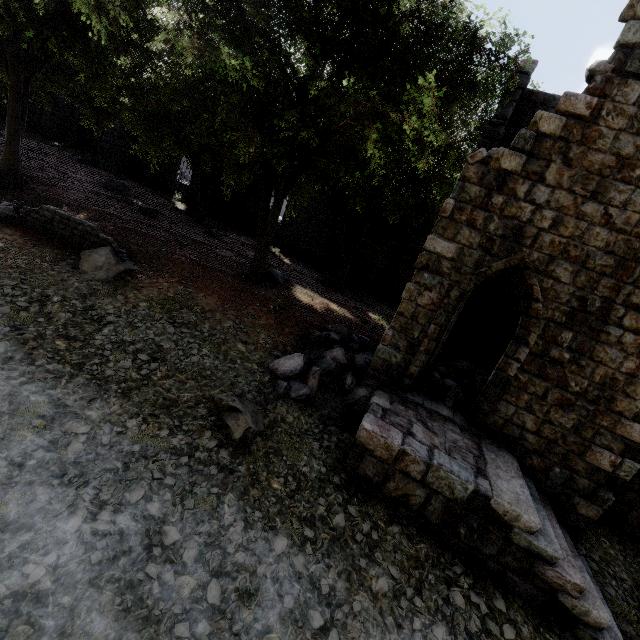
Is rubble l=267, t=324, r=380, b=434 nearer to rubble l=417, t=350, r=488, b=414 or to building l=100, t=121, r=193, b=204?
building l=100, t=121, r=193, b=204

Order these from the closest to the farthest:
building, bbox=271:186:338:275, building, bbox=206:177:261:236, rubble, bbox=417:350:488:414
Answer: rubble, bbox=417:350:488:414, building, bbox=271:186:338:275, building, bbox=206:177:261:236

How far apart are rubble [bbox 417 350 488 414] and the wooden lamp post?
33.49m

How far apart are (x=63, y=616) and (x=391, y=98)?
14.07m

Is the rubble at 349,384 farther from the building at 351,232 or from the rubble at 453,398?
the rubble at 453,398

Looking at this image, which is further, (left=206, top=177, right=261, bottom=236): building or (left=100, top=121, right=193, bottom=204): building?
(left=100, top=121, right=193, bottom=204): building

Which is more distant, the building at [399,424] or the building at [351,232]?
the building at [351,232]

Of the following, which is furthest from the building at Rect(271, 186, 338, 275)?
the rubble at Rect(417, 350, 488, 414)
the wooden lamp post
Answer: the wooden lamp post
